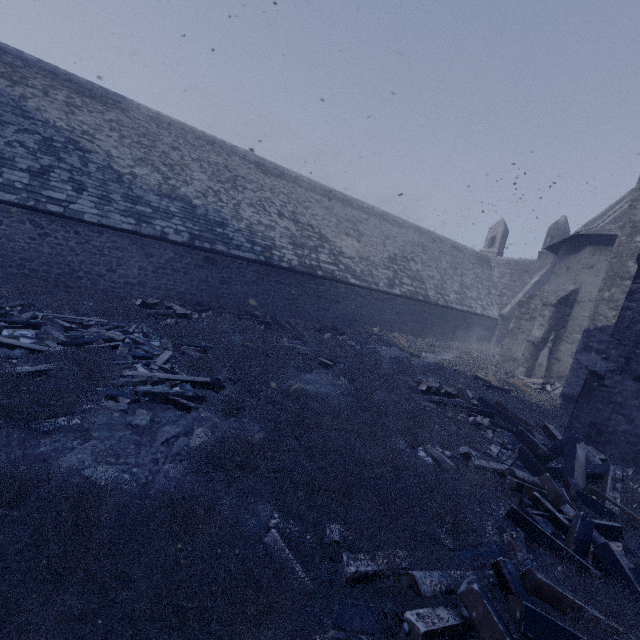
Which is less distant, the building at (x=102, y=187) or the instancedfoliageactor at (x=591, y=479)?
the instancedfoliageactor at (x=591, y=479)

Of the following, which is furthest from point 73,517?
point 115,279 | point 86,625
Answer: point 115,279

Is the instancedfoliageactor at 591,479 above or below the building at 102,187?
below

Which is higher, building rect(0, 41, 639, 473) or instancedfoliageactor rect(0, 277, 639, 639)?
building rect(0, 41, 639, 473)

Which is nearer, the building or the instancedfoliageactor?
the instancedfoliageactor
